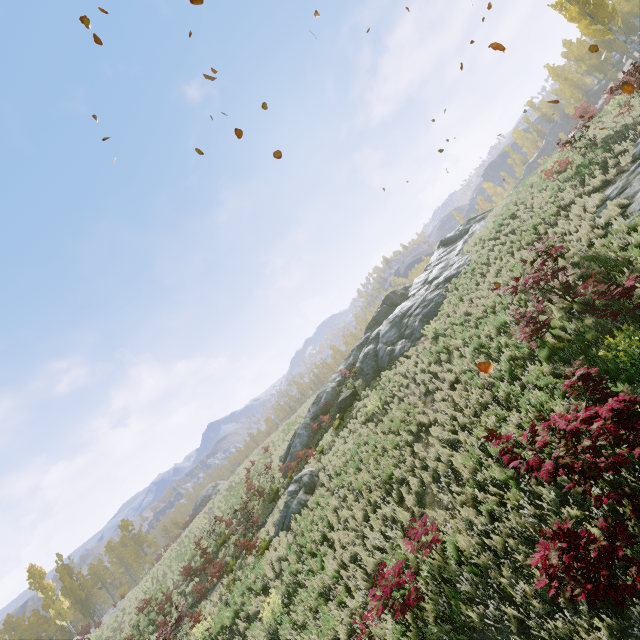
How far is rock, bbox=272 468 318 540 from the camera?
14.6 meters

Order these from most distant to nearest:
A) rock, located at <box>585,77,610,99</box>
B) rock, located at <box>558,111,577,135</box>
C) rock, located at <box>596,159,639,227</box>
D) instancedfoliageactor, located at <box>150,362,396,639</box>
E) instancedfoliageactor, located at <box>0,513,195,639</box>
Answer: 1. rock, located at <box>558,111,577,135</box>
2. rock, located at <box>585,77,610,99</box>
3. instancedfoliageactor, located at <box>0,513,195,639</box>
4. instancedfoliageactor, located at <box>150,362,396,639</box>
5. rock, located at <box>596,159,639,227</box>

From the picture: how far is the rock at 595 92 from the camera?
51.55m

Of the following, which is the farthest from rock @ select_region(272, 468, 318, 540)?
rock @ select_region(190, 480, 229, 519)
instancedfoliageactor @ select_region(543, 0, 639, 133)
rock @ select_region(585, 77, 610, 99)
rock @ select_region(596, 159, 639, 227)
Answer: rock @ select_region(190, 480, 229, 519)

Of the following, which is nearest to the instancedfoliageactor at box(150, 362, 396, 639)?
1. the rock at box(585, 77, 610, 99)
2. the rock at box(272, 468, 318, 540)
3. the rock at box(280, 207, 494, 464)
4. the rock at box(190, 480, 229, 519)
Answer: the rock at box(585, 77, 610, 99)

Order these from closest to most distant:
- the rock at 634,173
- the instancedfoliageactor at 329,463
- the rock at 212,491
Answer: the rock at 634,173
the instancedfoliageactor at 329,463
the rock at 212,491

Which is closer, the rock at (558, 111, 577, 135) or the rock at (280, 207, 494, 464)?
the rock at (280, 207, 494, 464)

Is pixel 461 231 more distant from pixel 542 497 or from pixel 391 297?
pixel 542 497
